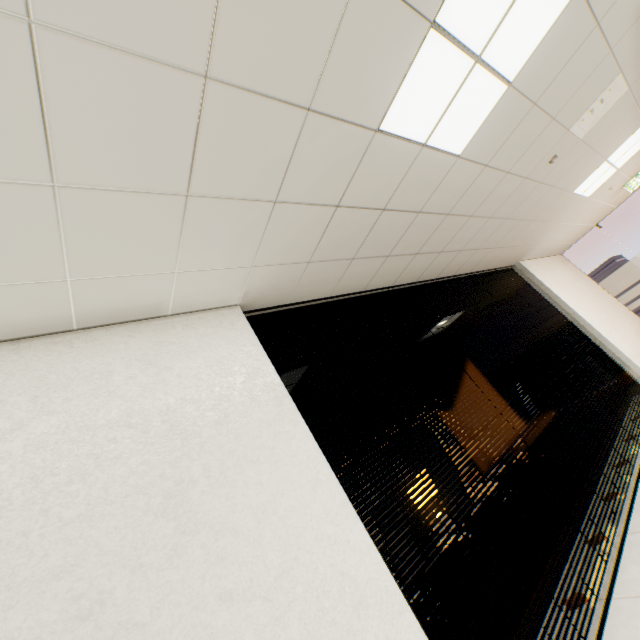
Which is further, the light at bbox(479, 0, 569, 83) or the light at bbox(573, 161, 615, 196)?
the light at bbox(573, 161, 615, 196)

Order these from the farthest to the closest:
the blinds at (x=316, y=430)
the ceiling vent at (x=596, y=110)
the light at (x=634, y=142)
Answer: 1. the light at (x=634, y=142)
2. the ceiling vent at (x=596, y=110)
3. the blinds at (x=316, y=430)

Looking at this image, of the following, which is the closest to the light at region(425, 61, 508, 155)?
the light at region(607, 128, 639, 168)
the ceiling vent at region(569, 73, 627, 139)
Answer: the ceiling vent at region(569, 73, 627, 139)

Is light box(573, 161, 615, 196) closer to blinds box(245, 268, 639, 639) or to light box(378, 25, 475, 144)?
blinds box(245, 268, 639, 639)

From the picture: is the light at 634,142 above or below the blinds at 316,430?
above

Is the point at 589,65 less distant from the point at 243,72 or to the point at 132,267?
the point at 243,72
